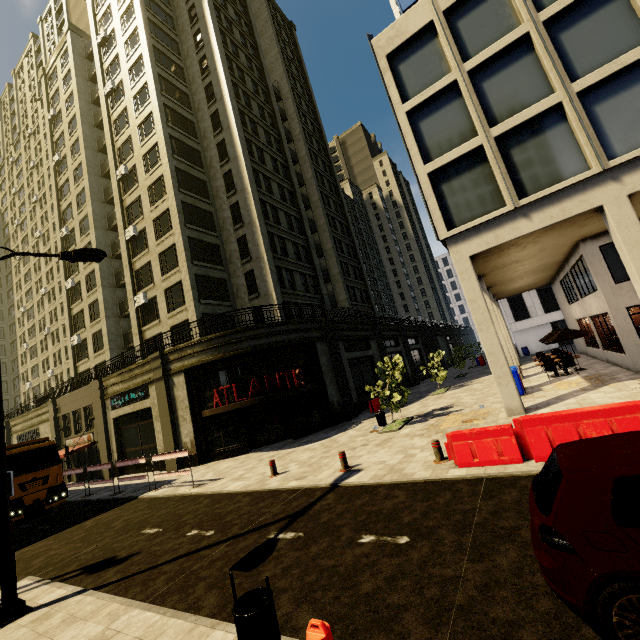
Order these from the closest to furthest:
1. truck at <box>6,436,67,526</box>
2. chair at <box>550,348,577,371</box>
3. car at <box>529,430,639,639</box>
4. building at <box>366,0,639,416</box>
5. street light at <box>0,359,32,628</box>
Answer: car at <box>529,430,639,639</box>, street light at <box>0,359,32,628</box>, building at <box>366,0,639,416</box>, truck at <box>6,436,67,526</box>, chair at <box>550,348,577,371</box>

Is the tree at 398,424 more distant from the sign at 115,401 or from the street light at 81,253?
the sign at 115,401

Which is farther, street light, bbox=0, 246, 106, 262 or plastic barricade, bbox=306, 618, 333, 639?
street light, bbox=0, 246, 106, 262

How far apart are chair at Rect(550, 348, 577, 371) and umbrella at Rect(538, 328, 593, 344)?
0.76m

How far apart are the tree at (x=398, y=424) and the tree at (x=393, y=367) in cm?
14

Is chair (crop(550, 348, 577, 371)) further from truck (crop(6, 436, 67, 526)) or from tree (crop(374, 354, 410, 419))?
truck (crop(6, 436, 67, 526))

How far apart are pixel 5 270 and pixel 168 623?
74.0m

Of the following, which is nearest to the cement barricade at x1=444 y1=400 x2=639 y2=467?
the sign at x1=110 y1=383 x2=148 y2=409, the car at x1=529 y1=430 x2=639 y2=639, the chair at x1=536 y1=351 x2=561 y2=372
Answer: the car at x1=529 y1=430 x2=639 y2=639
